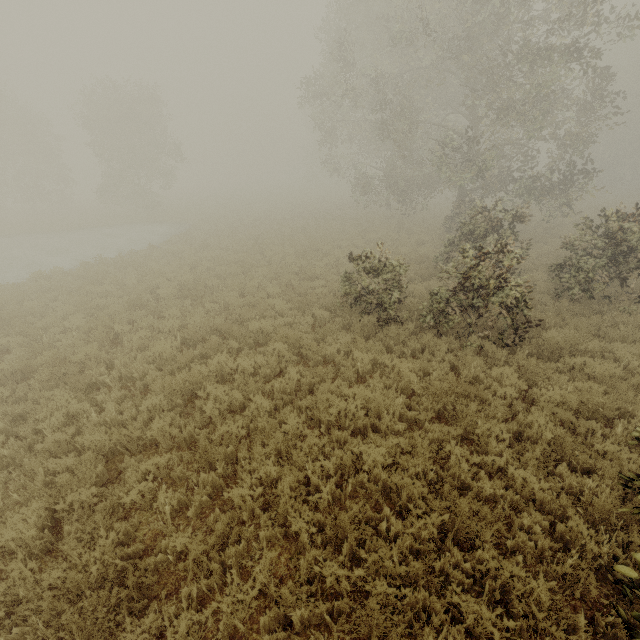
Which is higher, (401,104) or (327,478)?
(401,104)
